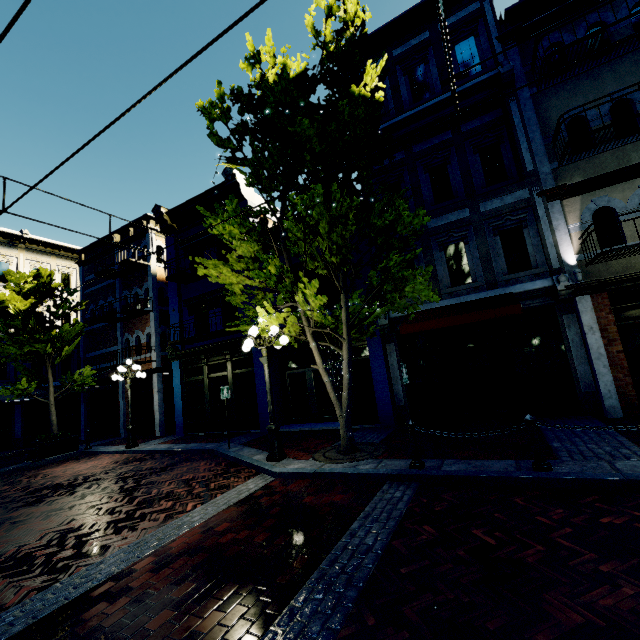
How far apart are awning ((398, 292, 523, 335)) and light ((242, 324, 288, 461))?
3.20m

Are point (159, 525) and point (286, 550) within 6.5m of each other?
yes

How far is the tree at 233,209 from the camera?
7.12m

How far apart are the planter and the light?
11.2 meters

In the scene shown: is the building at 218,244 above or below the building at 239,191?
below

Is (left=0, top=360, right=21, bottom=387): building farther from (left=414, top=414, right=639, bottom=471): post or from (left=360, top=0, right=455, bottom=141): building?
(left=414, top=414, right=639, bottom=471): post

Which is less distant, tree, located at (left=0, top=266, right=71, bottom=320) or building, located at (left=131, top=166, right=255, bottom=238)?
tree, located at (left=0, top=266, right=71, bottom=320)

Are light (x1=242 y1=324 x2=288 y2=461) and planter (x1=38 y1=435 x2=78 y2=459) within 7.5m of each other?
no
